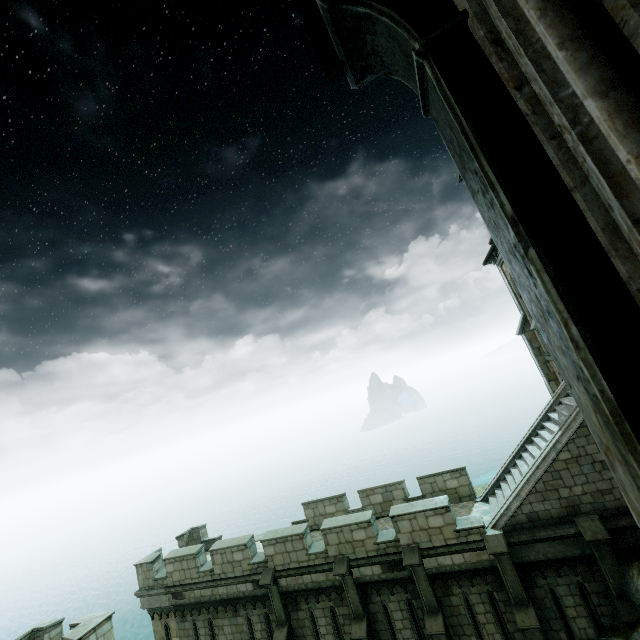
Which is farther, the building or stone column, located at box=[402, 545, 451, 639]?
stone column, located at box=[402, 545, 451, 639]

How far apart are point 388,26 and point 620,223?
1.0m

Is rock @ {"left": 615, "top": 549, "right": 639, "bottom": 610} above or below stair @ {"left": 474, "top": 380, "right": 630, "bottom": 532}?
below

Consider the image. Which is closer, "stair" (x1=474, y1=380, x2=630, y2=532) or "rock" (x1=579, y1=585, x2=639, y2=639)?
"rock" (x1=579, y1=585, x2=639, y2=639)

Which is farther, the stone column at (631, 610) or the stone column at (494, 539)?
the stone column at (494, 539)

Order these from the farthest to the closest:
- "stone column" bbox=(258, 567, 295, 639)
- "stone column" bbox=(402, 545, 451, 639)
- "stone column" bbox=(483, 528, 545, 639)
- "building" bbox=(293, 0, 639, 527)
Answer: "stone column" bbox=(258, 567, 295, 639)
"stone column" bbox=(402, 545, 451, 639)
"stone column" bbox=(483, 528, 545, 639)
"building" bbox=(293, 0, 639, 527)

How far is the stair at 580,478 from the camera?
10.0 meters

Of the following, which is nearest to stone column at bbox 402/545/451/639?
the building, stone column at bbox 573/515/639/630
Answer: stone column at bbox 573/515/639/630
